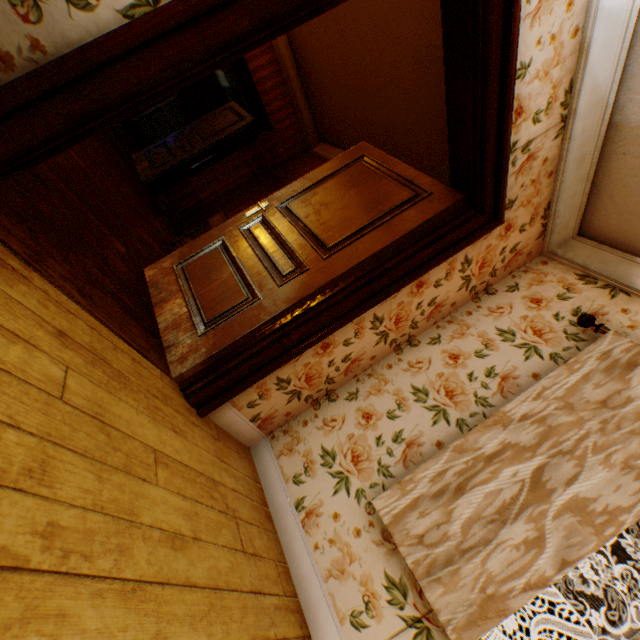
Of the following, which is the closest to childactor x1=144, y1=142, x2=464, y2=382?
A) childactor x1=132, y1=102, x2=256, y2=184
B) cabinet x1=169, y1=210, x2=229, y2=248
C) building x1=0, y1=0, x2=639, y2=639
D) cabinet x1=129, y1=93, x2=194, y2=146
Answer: building x1=0, y1=0, x2=639, y2=639

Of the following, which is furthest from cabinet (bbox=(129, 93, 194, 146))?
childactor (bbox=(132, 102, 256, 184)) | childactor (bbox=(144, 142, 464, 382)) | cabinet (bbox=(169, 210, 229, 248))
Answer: childactor (bbox=(144, 142, 464, 382))

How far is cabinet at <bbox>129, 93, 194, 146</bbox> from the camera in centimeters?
881cm

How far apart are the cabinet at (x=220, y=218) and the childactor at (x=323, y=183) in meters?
0.8 m

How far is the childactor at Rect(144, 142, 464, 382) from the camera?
2.1 meters

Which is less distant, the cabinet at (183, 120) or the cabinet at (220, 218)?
A: the cabinet at (220, 218)

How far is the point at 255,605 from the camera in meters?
1.4

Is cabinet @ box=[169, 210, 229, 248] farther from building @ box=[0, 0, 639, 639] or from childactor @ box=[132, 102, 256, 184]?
childactor @ box=[132, 102, 256, 184]
